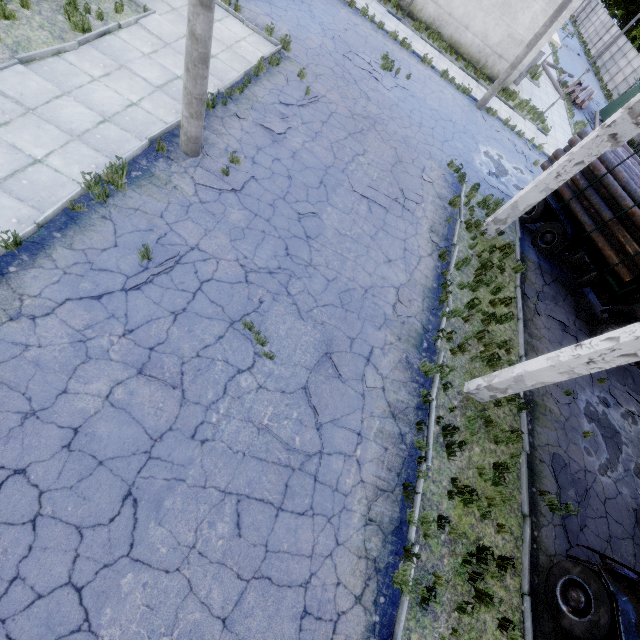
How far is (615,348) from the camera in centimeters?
570cm

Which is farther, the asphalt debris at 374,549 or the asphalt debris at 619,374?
the asphalt debris at 619,374

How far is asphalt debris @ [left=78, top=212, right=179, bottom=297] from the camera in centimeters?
588cm

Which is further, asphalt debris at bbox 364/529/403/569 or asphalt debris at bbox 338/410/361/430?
asphalt debris at bbox 338/410/361/430

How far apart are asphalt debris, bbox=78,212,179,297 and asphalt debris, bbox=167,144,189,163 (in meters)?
2.03

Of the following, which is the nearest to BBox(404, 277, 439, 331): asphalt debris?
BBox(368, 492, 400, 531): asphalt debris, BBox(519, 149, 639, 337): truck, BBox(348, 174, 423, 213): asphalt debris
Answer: BBox(348, 174, 423, 213): asphalt debris

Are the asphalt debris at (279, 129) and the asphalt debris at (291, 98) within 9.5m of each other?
yes

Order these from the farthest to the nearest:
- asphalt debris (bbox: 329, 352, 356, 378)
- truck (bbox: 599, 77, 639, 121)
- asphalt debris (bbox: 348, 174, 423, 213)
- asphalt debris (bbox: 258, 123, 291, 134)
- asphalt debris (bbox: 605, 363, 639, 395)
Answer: truck (bbox: 599, 77, 639, 121) → asphalt debris (bbox: 605, 363, 639, 395) → asphalt debris (bbox: 348, 174, 423, 213) → asphalt debris (bbox: 258, 123, 291, 134) → asphalt debris (bbox: 329, 352, 356, 378)
